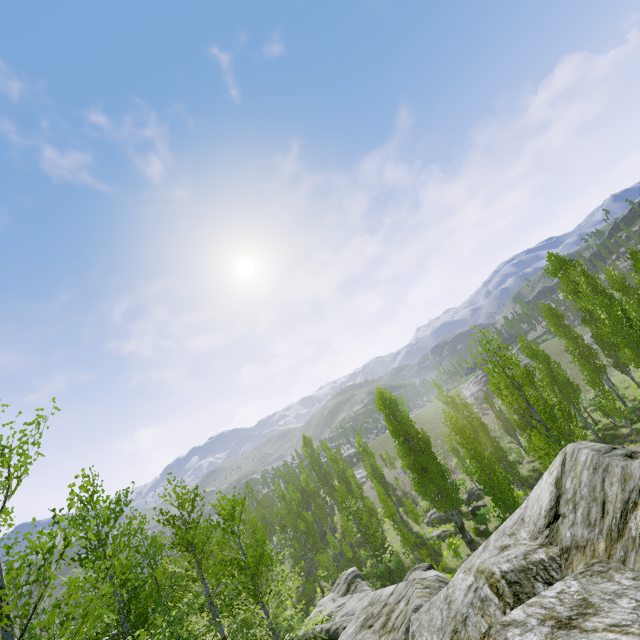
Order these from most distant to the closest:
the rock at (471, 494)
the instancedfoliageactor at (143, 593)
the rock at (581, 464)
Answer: the rock at (471, 494)
the instancedfoliageactor at (143, 593)
the rock at (581, 464)

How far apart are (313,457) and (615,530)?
57.5 meters

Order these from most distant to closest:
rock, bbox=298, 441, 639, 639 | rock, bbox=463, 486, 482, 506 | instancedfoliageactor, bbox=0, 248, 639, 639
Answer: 1. rock, bbox=463, 486, 482, 506
2. instancedfoliageactor, bbox=0, 248, 639, 639
3. rock, bbox=298, 441, 639, 639

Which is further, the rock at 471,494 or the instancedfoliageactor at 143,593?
the rock at 471,494

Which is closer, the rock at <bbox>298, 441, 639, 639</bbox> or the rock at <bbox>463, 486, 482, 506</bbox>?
the rock at <bbox>298, 441, 639, 639</bbox>

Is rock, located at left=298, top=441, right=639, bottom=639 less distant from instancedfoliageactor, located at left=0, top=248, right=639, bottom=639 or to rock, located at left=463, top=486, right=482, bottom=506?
instancedfoliageactor, located at left=0, top=248, right=639, bottom=639

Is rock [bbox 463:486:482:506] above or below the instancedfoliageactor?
below
